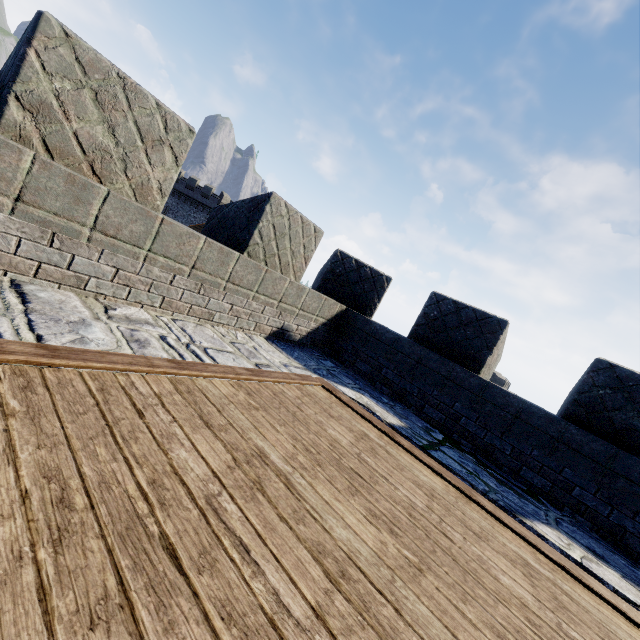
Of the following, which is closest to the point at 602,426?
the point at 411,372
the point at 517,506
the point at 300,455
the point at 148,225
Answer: the point at 517,506
